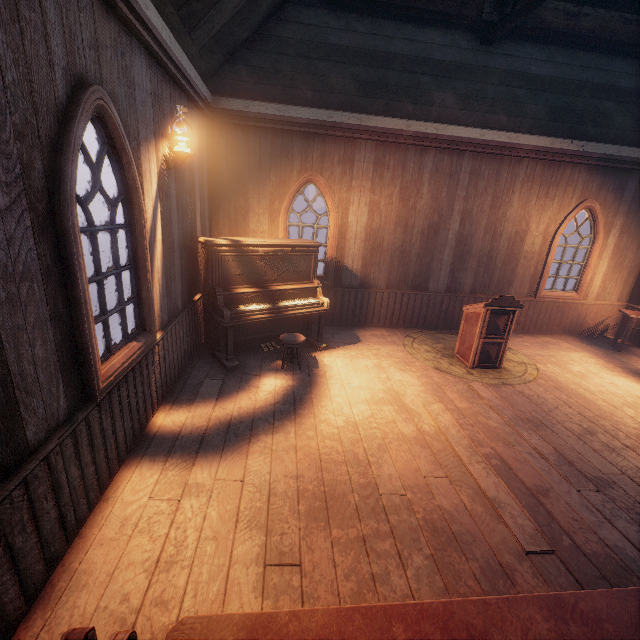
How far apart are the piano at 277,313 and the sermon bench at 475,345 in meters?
2.4 m

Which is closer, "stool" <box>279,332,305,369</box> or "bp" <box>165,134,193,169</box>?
"bp" <box>165,134,193,169</box>

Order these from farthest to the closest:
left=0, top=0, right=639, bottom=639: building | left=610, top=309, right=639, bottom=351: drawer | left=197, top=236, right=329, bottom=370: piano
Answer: left=610, top=309, right=639, bottom=351: drawer, left=197, top=236, right=329, bottom=370: piano, left=0, top=0, right=639, bottom=639: building

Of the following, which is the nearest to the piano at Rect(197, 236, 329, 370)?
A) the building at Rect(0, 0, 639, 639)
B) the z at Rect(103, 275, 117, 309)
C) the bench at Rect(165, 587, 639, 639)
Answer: the building at Rect(0, 0, 639, 639)

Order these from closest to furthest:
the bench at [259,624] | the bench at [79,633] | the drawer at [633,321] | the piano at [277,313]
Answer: the bench at [79,633] → the bench at [259,624] → the piano at [277,313] → the drawer at [633,321]

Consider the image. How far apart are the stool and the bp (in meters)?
2.63

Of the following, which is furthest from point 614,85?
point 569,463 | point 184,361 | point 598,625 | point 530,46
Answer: point 184,361

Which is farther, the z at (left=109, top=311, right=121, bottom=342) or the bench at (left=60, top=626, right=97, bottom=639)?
the z at (left=109, top=311, right=121, bottom=342)
